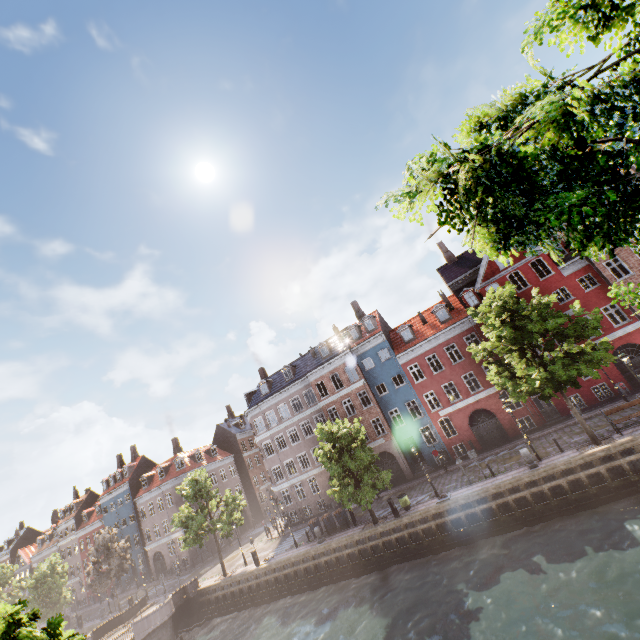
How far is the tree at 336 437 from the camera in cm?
2286

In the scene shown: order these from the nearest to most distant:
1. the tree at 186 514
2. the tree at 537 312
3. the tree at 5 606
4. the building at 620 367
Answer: the tree at 5 606 → the tree at 537 312 → the building at 620 367 → the tree at 186 514

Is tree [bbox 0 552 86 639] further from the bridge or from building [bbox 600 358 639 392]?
building [bbox 600 358 639 392]

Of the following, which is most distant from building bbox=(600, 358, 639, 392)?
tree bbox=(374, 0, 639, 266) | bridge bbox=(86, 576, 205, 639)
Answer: bridge bbox=(86, 576, 205, 639)

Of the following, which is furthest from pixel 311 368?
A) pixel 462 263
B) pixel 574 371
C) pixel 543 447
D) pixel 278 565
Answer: pixel 574 371

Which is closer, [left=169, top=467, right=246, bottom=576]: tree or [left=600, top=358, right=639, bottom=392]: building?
[left=600, top=358, right=639, bottom=392]: building

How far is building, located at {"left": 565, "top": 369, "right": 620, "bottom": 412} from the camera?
25.06m

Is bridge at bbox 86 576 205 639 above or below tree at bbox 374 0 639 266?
below
